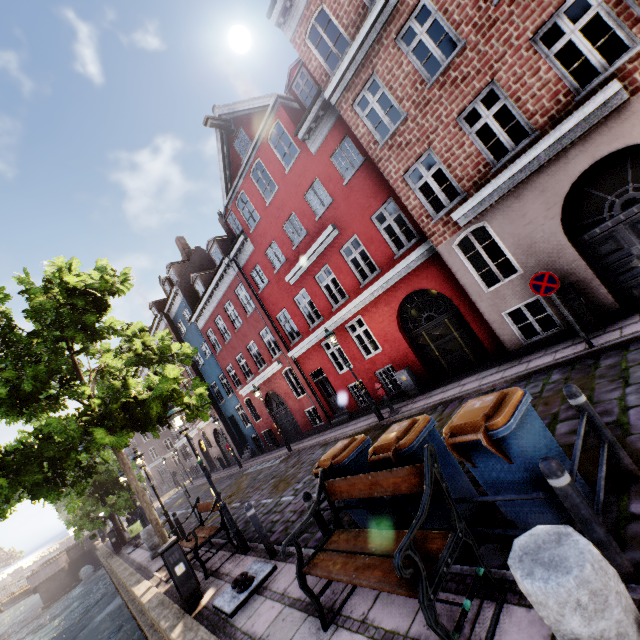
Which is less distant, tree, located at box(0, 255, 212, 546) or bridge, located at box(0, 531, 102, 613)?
tree, located at box(0, 255, 212, 546)

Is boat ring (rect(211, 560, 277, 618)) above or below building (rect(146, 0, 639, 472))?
below

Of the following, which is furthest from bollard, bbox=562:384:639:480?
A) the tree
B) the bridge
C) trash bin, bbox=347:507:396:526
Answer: the bridge

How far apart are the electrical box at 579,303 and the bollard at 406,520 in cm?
688

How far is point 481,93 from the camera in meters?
8.2

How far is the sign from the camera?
7.0 meters

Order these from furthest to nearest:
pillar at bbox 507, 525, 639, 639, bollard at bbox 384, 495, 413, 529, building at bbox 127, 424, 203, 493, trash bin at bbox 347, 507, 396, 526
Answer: building at bbox 127, 424, 203, 493 → trash bin at bbox 347, 507, 396, 526 → bollard at bbox 384, 495, 413, 529 → pillar at bbox 507, 525, 639, 639

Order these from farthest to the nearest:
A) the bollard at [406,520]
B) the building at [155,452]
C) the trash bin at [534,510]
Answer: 1. the building at [155,452]
2. the bollard at [406,520]
3. the trash bin at [534,510]
